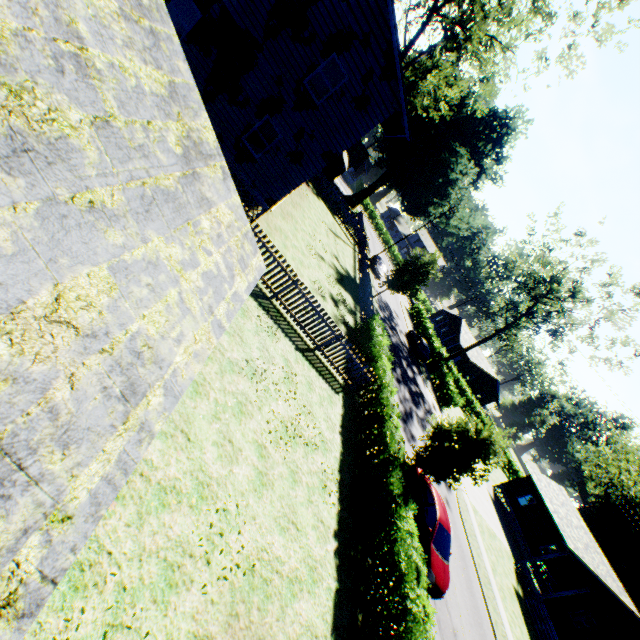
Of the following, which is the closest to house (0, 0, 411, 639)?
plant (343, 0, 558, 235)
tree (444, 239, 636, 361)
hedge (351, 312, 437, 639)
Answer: plant (343, 0, 558, 235)

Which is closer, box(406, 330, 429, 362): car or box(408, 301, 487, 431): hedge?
box(408, 301, 487, 431): hedge

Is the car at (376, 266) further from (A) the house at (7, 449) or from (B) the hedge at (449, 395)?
(B) the hedge at (449, 395)

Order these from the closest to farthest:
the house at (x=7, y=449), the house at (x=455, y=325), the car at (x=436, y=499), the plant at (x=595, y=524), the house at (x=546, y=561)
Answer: the house at (x=7, y=449) → the car at (x=436, y=499) → the house at (x=546, y=561) → the plant at (x=595, y=524) → the house at (x=455, y=325)

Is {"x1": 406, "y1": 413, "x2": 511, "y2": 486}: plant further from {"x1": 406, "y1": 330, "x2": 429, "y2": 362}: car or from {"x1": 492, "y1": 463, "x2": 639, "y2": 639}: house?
{"x1": 492, "y1": 463, "x2": 639, "y2": 639}: house

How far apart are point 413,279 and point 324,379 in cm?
1788

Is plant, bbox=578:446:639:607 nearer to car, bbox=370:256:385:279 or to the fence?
the fence

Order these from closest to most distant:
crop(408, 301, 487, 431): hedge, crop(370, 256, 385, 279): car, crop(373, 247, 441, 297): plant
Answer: crop(373, 247, 441, 297): plant < crop(408, 301, 487, 431): hedge < crop(370, 256, 385, 279): car
